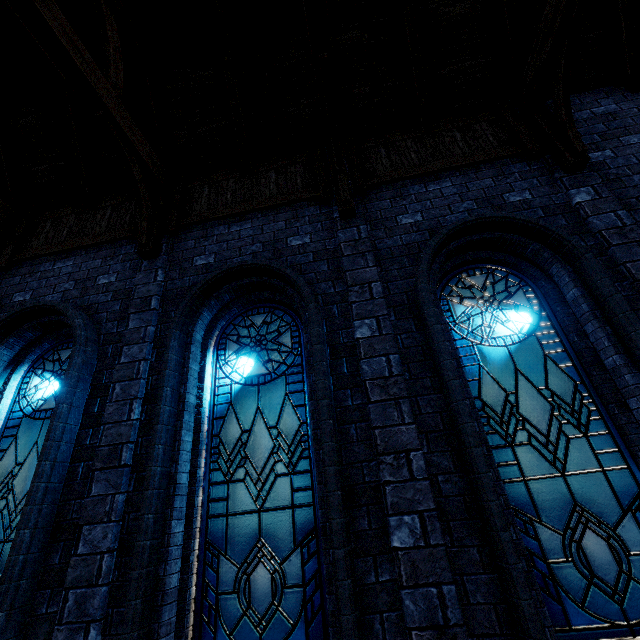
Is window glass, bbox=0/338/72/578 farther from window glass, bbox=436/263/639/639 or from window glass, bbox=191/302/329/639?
window glass, bbox=436/263/639/639

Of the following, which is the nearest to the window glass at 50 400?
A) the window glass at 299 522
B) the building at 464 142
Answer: the building at 464 142

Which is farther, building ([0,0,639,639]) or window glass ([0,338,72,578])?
window glass ([0,338,72,578])

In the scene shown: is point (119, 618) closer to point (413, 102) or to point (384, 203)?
point (384, 203)

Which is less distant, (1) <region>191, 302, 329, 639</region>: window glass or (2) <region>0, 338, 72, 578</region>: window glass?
(1) <region>191, 302, 329, 639</region>: window glass

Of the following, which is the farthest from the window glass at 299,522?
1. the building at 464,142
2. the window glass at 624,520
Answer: the window glass at 624,520

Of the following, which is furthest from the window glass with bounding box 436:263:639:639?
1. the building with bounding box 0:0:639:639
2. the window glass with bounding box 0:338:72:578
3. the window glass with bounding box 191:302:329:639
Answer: the window glass with bounding box 0:338:72:578

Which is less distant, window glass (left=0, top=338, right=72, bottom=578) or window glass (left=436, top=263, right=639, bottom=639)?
window glass (left=436, top=263, right=639, bottom=639)
